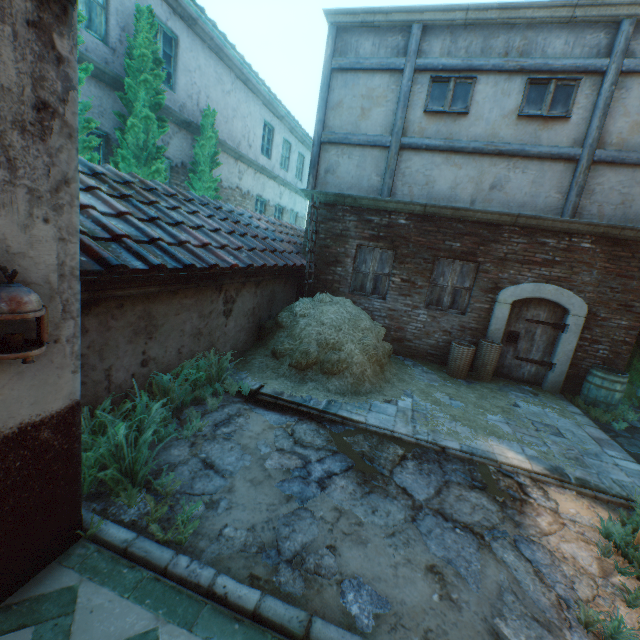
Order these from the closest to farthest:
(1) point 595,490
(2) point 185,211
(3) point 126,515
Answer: (3) point 126,515 < (1) point 595,490 < (2) point 185,211

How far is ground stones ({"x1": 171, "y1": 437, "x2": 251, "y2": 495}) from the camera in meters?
3.3

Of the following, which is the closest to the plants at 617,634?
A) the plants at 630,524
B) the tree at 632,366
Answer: the plants at 630,524

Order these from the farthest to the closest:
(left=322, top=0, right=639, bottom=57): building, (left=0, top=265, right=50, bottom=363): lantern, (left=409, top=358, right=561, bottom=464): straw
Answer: (left=322, top=0, right=639, bottom=57): building → (left=409, top=358, right=561, bottom=464): straw → (left=0, top=265, right=50, bottom=363): lantern

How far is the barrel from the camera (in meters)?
6.73

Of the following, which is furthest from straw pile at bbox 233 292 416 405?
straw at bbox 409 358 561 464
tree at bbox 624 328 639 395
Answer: tree at bbox 624 328 639 395

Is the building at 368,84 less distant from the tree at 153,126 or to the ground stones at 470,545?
the ground stones at 470,545

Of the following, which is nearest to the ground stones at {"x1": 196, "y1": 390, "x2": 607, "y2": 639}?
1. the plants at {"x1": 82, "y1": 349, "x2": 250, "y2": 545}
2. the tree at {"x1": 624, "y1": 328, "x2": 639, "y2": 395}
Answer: the plants at {"x1": 82, "y1": 349, "x2": 250, "y2": 545}
